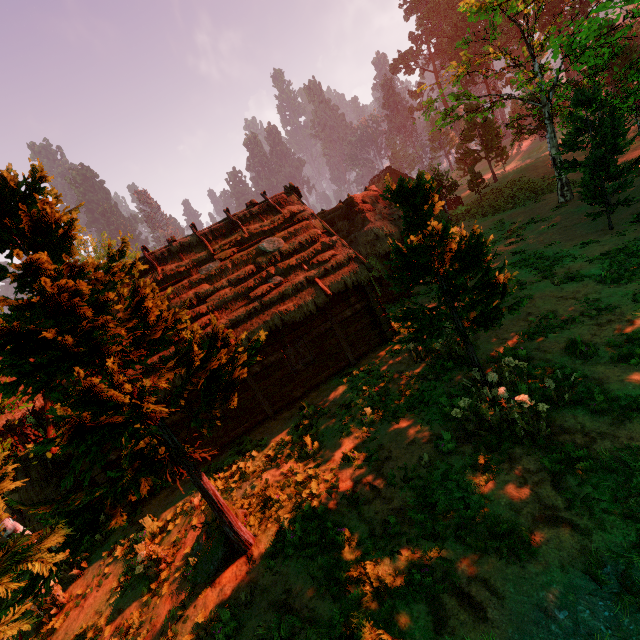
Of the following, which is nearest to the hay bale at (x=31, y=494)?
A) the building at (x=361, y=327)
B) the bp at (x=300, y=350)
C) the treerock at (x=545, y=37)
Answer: the treerock at (x=545, y=37)

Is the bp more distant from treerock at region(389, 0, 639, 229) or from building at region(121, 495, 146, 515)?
treerock at region(389, 0, 639, 229)

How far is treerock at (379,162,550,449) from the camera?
7.2 meters

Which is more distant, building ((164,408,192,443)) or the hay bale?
the hay bale

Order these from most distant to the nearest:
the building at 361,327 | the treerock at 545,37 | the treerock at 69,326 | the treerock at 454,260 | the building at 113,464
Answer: the treerock at 545,37, the building at 361,327, the building at 113,464, the treerock at 454,260, the treerock at 69,326

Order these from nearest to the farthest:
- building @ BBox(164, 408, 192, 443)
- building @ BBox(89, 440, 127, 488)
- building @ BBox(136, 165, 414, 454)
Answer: building @ BBox(89, 440, 127, 488), building @ BBox(164, 408, 192, 443), building @ BBox(136, 165, 414, 454)

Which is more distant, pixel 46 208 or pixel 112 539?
pixel 112 539

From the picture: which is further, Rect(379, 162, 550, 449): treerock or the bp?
the bp
